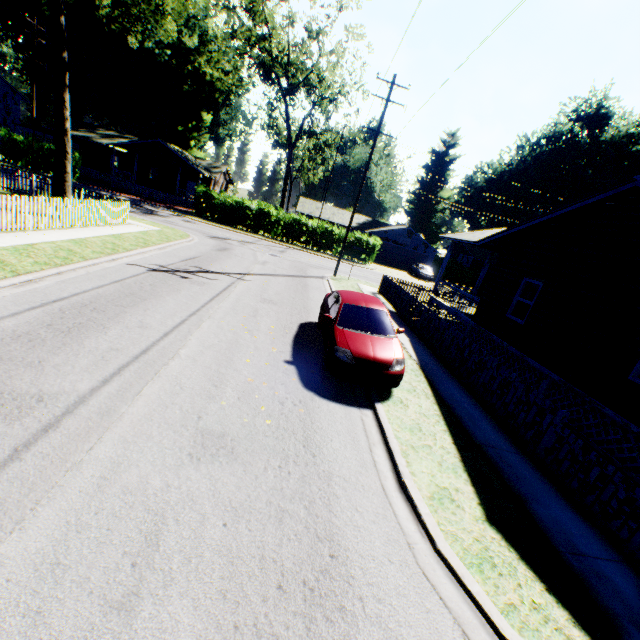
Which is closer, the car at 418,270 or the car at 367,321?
the car at 367,321

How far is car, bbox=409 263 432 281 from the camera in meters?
38.1 m

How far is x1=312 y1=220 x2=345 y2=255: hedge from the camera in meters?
34.6 m

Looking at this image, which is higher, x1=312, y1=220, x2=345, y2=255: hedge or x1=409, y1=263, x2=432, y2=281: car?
x1=312, y1=220, x2=345, y2=255: hedge

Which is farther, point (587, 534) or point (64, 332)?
point (64, 332)

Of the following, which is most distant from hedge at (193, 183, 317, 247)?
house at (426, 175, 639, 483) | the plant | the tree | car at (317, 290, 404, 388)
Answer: the plant

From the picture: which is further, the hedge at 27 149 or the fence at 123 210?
the hedge at 27 149

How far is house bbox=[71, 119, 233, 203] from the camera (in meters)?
37.75
